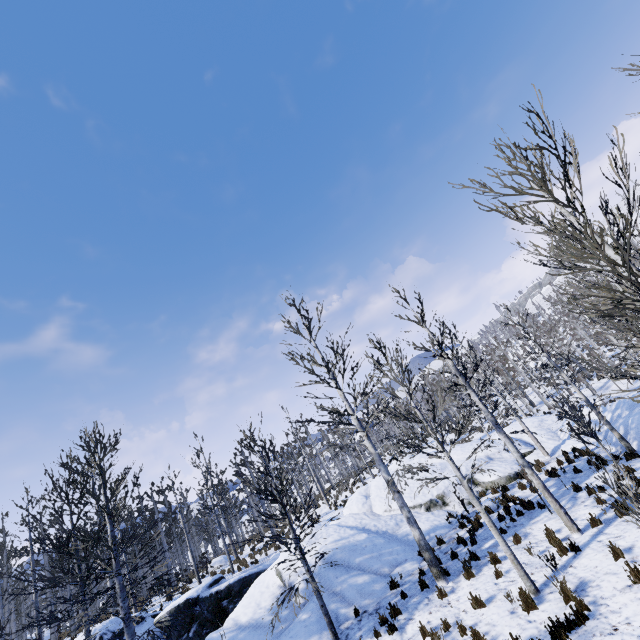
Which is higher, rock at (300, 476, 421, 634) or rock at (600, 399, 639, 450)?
rock at (300, 476, 421, 634)

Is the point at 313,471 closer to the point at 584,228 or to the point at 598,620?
the point at 598,620

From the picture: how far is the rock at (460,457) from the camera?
19.7 meters

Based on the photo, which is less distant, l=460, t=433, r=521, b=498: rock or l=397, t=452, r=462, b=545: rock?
l=397, t=452, r=462, b=545: rock

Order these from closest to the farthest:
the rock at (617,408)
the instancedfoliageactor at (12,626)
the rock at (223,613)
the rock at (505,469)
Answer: the instancedfoliageactor at (12,626), the rock at (223,613), the rock at (617,408), the rock at (505,469)

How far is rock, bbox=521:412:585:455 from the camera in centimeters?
1770cm

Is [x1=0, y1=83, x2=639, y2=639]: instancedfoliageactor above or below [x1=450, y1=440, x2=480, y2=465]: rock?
above
